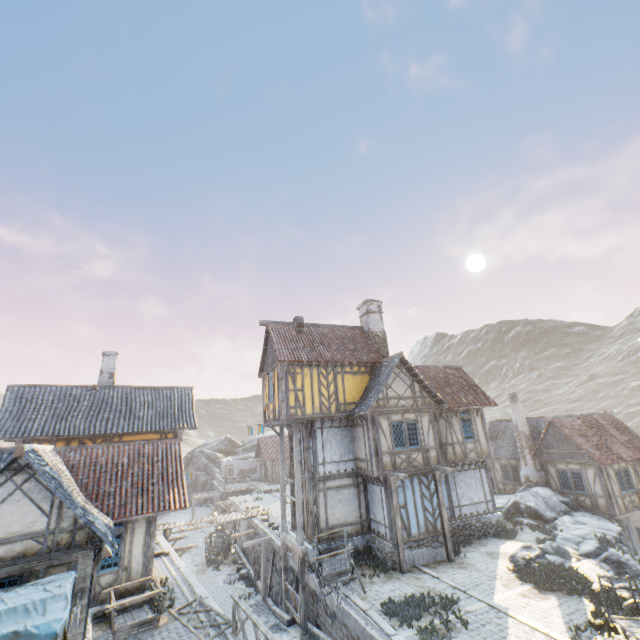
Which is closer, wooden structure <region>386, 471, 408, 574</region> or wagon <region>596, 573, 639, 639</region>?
wagon <region>596, 573, 639, 639</region>

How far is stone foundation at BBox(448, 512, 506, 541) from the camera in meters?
17.5 m

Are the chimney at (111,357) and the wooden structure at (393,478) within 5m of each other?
no

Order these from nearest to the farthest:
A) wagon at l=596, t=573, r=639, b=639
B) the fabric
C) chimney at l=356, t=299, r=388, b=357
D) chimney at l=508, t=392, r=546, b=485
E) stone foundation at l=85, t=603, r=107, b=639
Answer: the fabric < wagon at l=596, t=573, r=639, b=639 < stone foundation at l=85, t=603, r=107, b=639 < chimney at l=356, t=299, r=388, b=357 < chimney at l=508, t=392, r=546, b=485

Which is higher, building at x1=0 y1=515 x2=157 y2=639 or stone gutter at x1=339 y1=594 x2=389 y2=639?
building at x1=0 y1=515 x2=157 y2=639

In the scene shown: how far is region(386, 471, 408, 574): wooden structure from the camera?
14.4 meters

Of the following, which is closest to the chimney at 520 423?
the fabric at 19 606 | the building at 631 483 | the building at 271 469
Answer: the building at 631 483

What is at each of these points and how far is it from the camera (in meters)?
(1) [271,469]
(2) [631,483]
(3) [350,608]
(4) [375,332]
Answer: (1) building, 43.19
(2) building, 21.28
(3) stone gutter, 11.79
(4) chimney, 22.08
